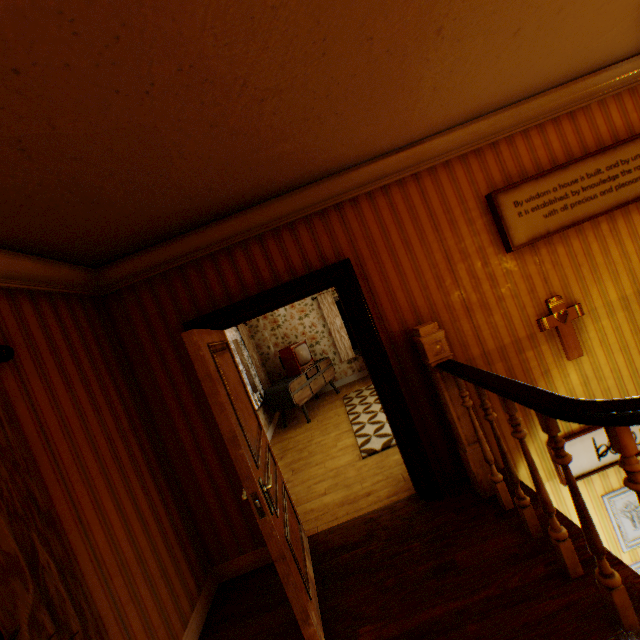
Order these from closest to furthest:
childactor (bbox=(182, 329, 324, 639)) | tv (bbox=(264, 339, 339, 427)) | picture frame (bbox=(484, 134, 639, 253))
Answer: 1. childactor (bbox=(182, 329, 324, 639))
2. picture frame (bbox=(484, 134, 639, 253))
3. tv (bbox=(264, 339, 339, 427))

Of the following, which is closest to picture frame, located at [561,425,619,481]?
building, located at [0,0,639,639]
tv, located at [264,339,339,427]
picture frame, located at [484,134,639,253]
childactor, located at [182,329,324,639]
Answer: building, located at [0,0,639,639]

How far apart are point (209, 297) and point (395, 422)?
2.1 meters

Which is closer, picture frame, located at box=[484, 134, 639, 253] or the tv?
picture frame, located at box=[484, 134, 639, 253]

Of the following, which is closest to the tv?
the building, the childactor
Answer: the building

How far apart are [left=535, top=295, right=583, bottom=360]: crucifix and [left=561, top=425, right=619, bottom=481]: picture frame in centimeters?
69cm

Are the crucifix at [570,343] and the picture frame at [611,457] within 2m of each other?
yes

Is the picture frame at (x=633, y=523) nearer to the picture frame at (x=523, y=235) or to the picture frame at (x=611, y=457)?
the picture frame at (x=611, y=457)
